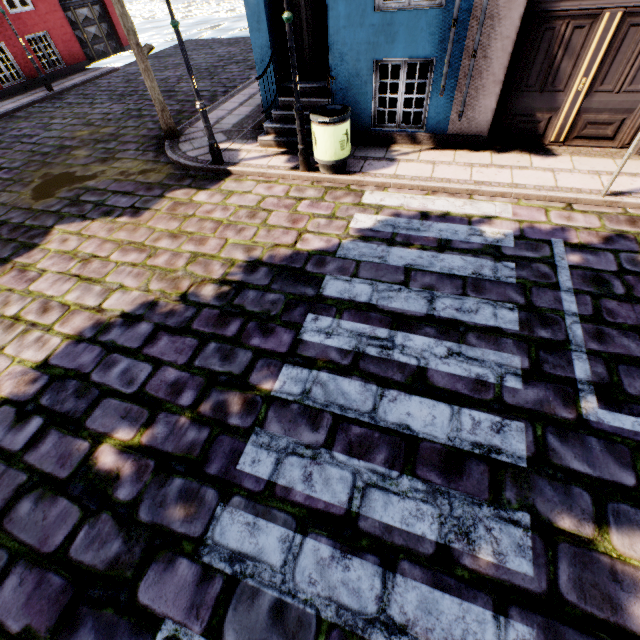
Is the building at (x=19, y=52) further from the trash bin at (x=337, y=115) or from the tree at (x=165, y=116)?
the tree at (x=165, y=116)

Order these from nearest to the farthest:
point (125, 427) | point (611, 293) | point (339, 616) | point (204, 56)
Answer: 1. point (339, 616)
2. point (125, 427)
3. point (611, 293)
4. point (204, 56)

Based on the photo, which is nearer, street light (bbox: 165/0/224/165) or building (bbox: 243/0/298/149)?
street light (bbox: 165/0/224/165)

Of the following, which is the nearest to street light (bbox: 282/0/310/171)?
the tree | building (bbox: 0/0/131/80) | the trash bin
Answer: the trash bin

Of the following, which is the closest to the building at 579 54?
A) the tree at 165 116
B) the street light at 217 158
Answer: the street light at 217 158

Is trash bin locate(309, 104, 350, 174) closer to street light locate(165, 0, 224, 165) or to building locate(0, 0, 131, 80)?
building locate(0, 0, 131, 80)

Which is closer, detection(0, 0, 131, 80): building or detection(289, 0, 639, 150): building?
detection(289, 0, 639, 150): building

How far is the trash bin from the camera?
5.4 meters
